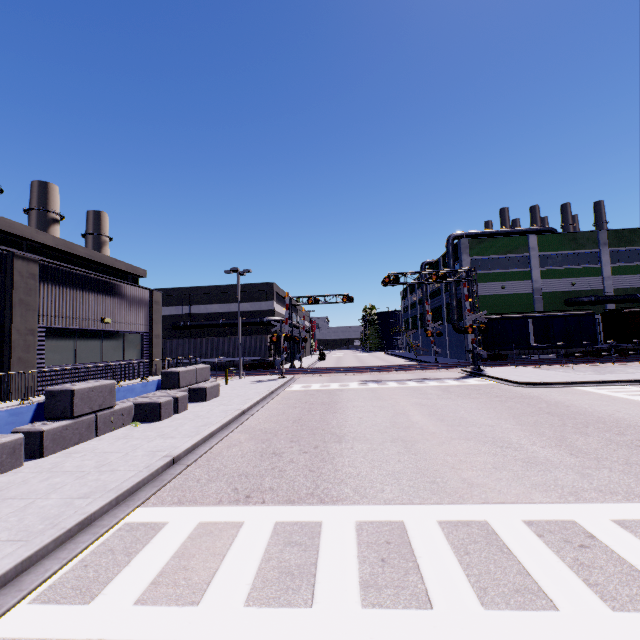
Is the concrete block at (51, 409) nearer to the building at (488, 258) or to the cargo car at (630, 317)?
the building at (488, 258)

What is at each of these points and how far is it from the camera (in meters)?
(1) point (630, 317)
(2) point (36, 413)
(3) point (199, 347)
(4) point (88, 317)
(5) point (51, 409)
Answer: (1) cargo car, 32.53
(2) building, 9.84
(3) cargo container, 36.06
(4) building, 14.21
(5) concrete block, 10.02

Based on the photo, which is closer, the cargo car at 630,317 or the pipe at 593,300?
the cargo car at 630,317

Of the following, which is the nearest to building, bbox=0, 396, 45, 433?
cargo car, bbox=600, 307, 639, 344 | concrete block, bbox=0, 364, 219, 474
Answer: concrete block, bbox=0, 364, 219, 474

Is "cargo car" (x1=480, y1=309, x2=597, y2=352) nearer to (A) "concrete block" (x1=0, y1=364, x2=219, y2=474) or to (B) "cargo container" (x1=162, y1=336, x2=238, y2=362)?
(A) "concrete block" (x1=0, y1=364, x2=219, y2=474)

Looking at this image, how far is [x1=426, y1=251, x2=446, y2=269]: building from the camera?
45.62m

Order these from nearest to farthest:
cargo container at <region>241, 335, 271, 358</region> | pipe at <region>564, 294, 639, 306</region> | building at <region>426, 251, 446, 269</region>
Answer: cargo container at <region>241, 335, 271, 358</region>, pipe at <region>564, 294, 639, 306</region>, building at <region>426, 251, 446, 269</region>

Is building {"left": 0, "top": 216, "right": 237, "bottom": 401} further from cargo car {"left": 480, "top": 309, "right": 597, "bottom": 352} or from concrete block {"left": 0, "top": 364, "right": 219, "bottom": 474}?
cargo car {"left": 480, "top": 309, "right": 597, "bottom": 352}
